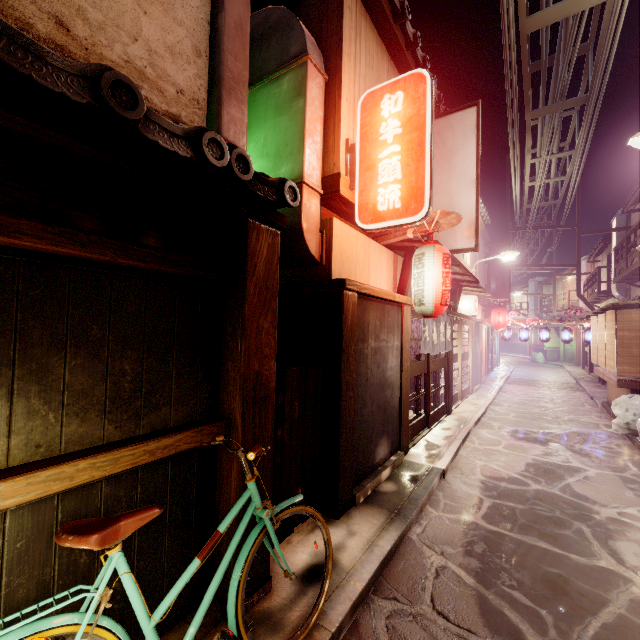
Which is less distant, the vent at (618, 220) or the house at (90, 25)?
the house at (90, 25)

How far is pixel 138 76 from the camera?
5.5m

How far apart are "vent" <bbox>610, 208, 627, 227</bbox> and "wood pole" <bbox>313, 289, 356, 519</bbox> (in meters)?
34.69

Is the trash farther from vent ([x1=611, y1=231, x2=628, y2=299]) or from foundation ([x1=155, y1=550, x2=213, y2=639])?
vent ([x1=611, y1=231, x2=628, y2=299])

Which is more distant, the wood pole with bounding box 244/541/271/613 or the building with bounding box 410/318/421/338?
the building with bounding box 410/318/421/338

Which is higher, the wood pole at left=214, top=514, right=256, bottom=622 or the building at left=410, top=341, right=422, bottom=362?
the building at left=410, top=341, right=422, bottom=362

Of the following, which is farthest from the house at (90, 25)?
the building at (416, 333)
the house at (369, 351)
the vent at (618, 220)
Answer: the vent at (618, 220)

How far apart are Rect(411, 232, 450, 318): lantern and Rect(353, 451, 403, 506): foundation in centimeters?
446cm
